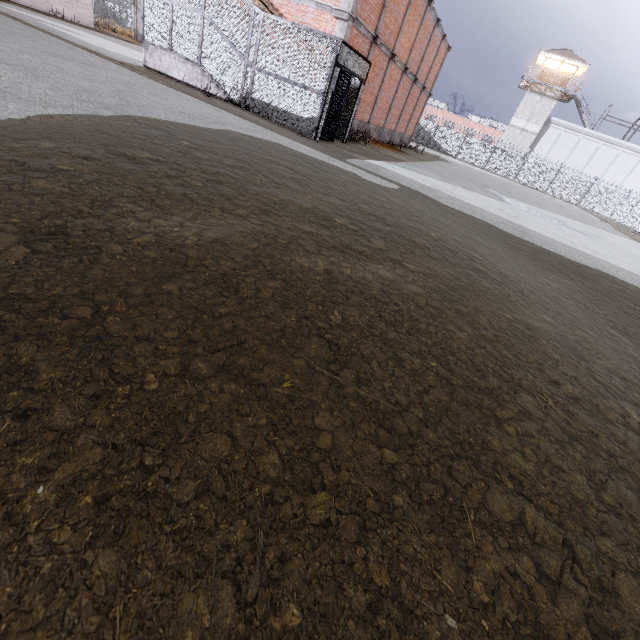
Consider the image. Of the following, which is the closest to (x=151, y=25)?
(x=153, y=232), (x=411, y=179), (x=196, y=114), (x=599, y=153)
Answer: (x=196, y=114)

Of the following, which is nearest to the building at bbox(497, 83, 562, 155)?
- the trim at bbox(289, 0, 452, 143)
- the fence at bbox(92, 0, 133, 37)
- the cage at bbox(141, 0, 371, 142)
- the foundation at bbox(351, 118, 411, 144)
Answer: the fence at bbox(92, 0, 133, 37)

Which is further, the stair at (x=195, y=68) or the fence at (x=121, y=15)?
the fence at (x=121, y=15)

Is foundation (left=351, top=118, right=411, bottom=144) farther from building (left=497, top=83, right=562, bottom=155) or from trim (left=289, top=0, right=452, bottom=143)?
building (left=497, top=83, right=562, bottom=155)

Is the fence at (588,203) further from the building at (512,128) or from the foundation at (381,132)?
the foundation at (381,132)

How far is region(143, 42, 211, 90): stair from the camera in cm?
1244

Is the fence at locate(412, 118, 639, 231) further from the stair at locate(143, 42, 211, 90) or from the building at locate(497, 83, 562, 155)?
the stair at locate(143, 42, 211, 90)

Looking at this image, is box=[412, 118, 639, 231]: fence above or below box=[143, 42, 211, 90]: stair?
above
